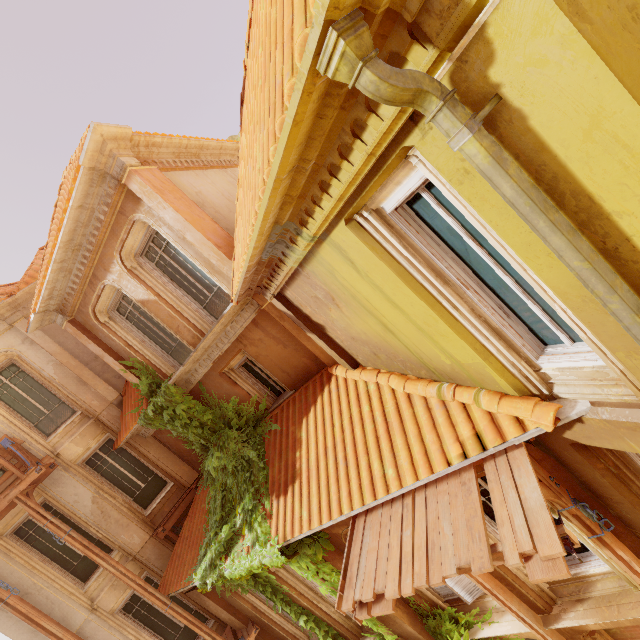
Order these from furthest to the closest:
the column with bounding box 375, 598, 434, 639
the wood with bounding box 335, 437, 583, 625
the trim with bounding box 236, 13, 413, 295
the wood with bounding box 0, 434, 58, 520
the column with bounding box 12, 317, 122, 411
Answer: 1. the column with bounding box 12, 317, 122, 411
2. the wood with bounding box 0, 434, 58, 520
3. the column with bounding box 375, 598, 434, 639
4. the wood with bounding box 335, 437, 583, 625
5. the trim with bounding box 236, 13, 413, 295

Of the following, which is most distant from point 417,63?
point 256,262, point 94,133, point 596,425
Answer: point 94,133

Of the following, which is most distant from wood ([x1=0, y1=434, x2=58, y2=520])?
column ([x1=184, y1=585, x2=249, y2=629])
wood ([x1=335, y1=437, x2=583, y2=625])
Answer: wood ([x1=335, y1=437, x2=583, y2=625])

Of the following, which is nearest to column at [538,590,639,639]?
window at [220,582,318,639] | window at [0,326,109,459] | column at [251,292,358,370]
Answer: window at [220,582,318,639]

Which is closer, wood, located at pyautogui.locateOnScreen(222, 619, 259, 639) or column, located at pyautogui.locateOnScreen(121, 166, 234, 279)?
column, located at pyautogui.locateOnScreen(121, 166, 234, 279)

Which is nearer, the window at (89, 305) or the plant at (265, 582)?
the plant at (265, 582)

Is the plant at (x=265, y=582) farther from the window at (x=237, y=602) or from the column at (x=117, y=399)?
the column at (x=117, y=399)

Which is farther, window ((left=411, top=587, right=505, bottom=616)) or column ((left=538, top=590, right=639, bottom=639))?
window ((left=411, top=587, right=505, bottom=616))
